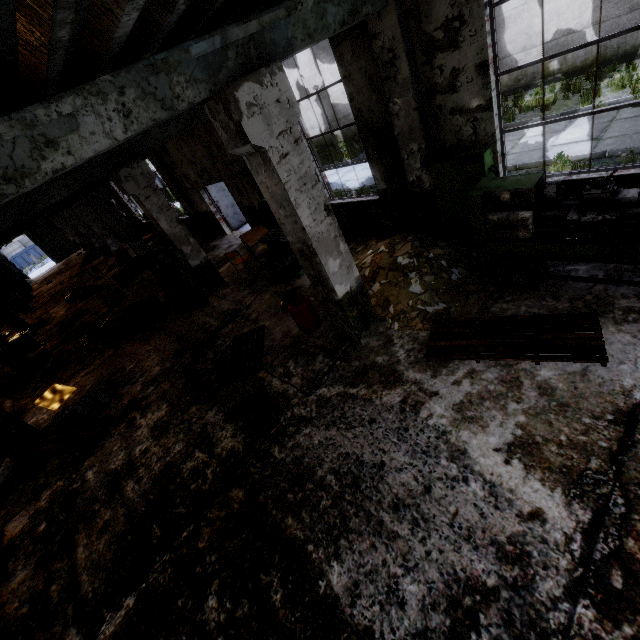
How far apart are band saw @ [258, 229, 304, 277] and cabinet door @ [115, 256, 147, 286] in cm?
986

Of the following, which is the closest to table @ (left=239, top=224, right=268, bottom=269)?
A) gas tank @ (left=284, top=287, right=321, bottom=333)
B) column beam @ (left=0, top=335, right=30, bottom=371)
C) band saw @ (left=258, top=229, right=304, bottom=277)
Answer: band saw @ (left=258, top=229, right=304, bottom=277)

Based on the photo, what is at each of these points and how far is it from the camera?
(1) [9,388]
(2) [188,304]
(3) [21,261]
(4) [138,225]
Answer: (1) cabinet, 10.4 meters
(2) cabinet door, 9.3 meters
(3) garbage container, 47.8 meters
(4) band saw, 20.8 meters

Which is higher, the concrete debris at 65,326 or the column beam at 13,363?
the column beam at 13,363

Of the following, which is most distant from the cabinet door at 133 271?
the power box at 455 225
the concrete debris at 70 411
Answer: the power box at 455 225

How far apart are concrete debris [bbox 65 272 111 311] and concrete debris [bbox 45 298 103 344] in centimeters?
56cm

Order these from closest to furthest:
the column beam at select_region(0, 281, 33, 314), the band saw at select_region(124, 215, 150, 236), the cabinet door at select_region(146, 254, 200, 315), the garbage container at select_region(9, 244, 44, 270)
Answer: the cabinet door at select_region(146, 254, 200, 315) < the column beam at select_region(0, 281, 33, 314) < the band saw at select_region(124, 215, 150, 236) < the garbage container at select_region(9, 244, 44, 270)

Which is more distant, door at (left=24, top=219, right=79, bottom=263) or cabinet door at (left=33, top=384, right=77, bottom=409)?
door at (left=24, top=219, right=79, bottom=263)
